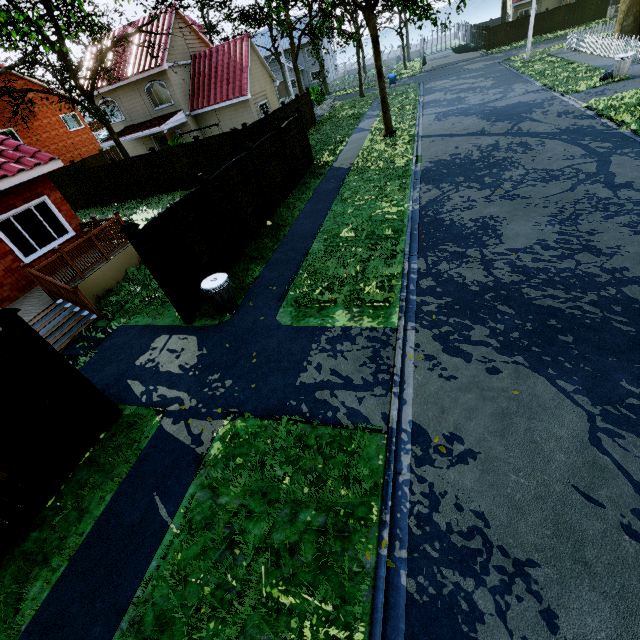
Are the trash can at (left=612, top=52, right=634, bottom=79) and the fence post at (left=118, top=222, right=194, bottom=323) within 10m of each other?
no

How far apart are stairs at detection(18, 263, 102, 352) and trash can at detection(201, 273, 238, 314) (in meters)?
3.72

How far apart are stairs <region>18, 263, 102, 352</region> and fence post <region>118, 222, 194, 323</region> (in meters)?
3.06

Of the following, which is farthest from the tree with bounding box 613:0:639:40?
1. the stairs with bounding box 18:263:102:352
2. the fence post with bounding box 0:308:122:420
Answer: the fence post with bounding box 0:308:122:420

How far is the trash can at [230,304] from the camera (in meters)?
7.41

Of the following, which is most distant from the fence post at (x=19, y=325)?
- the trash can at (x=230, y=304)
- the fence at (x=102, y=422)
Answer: the trash can at (x=230, y=304)

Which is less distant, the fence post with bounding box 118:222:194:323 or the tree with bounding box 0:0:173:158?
the fence post with bounding box 118:222:194:323

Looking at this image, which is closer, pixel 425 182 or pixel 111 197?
pixel 425 182
